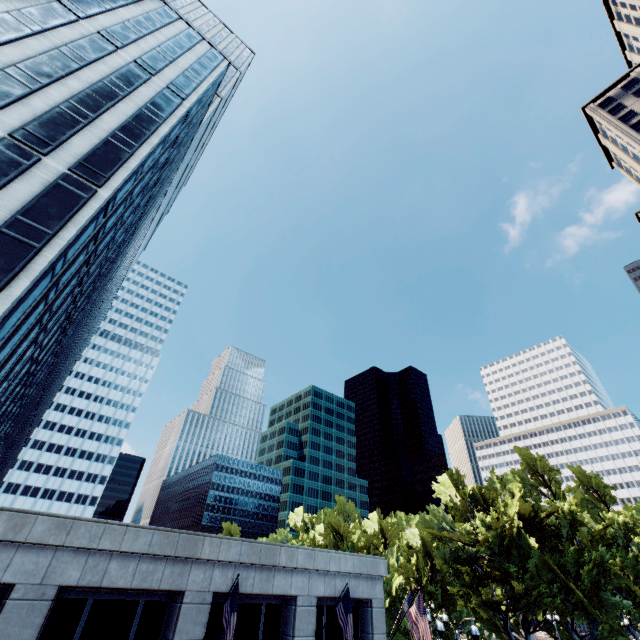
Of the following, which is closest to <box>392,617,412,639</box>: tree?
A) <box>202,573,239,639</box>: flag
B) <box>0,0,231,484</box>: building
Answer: <box>0,0,231,484</box>: building

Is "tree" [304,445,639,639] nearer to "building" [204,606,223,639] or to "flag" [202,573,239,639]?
"building" [204,606,223,639]

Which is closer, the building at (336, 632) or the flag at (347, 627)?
the flag at (347, 627)

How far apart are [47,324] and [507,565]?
53.0m

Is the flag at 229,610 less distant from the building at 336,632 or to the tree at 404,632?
the building at 336,632

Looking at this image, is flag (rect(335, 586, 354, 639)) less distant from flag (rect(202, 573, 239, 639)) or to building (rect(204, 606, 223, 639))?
building (rect(204, 606, 223, 639))
